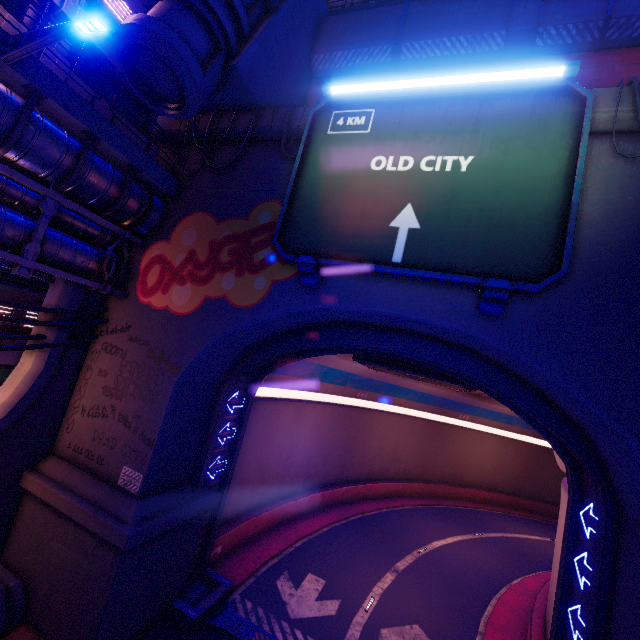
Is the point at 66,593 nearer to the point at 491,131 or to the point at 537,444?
the point at 491,131

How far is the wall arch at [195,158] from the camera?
12.9m

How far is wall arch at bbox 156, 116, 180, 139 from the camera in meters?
13.2

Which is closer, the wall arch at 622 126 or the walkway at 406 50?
the wall arch at 622 126

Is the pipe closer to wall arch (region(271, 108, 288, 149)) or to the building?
wall arch (region(271, 108, 288, 149))

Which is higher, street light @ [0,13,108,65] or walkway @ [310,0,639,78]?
walkway @ [310,0,639,78]

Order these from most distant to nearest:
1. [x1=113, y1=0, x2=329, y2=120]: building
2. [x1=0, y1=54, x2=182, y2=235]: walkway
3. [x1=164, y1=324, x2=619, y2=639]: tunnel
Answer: [x1=164, y1=324, x2=619, y2=639]: tunnel < [x1=113, y1=0, x2=329, y2=120]: building < [x1=0, y1=54, x2=182, y2=235]: walkway

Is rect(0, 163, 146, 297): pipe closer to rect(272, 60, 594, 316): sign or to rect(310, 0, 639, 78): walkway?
rect(272, 60, 594, 316): sign
